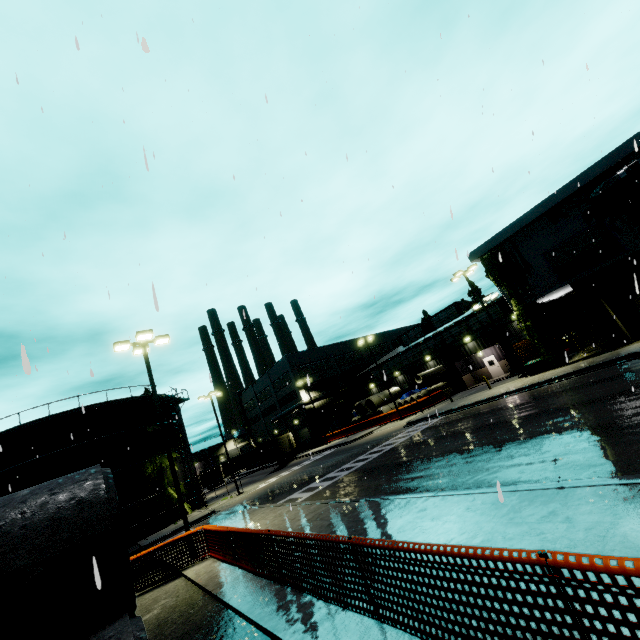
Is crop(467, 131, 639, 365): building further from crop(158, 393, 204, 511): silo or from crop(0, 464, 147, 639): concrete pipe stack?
crop(158, 393, 204, 511): silo

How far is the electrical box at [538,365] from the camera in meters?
23.8 m

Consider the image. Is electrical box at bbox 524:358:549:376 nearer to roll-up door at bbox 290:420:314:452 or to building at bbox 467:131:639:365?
building at bbox 467:131:639:365

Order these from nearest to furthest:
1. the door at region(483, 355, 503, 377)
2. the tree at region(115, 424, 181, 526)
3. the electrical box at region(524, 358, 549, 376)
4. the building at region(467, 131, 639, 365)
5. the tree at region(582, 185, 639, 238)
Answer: the tree at region(582, 185, 639, 238) < the building at region(467, 131, 639, 365) < the electrical box at region(524, 358, 549, 376) < the tree at region(115, 424, 181, 526) < the door at region(483, 355, 503, 377)

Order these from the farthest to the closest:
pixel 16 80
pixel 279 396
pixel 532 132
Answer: pixel 279 396 → pixel 532 132 → pixel 16 80

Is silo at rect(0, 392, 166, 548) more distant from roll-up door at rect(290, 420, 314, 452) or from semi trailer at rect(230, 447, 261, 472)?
semi trailer at rect(230, 447, 261, 472)

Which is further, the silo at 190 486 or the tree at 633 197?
the silo at 190 486

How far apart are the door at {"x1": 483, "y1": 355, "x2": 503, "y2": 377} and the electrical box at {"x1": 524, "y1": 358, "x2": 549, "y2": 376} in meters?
12.4 m
